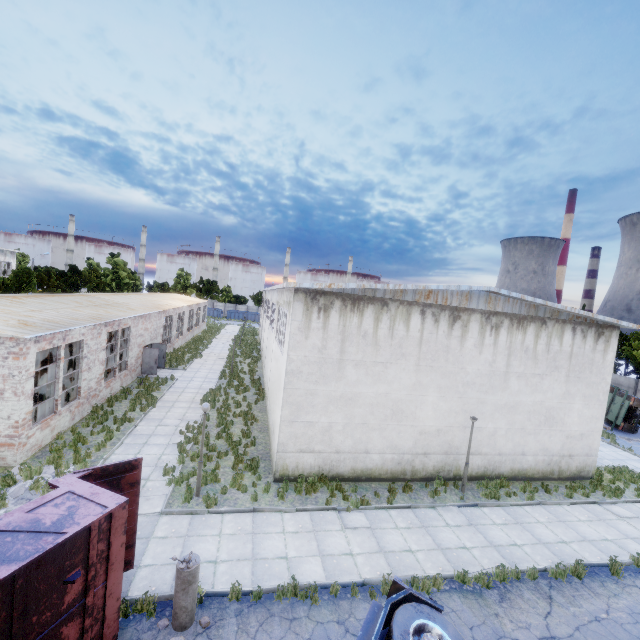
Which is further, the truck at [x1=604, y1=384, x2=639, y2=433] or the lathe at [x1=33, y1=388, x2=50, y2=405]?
the truck at [x1=604, y1=384, x2=639, y2=433]

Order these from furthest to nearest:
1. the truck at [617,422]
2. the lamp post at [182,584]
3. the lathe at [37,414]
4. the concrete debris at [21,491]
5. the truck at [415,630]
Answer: the truck at [617,422] → the lathe at [37,414] → the concrete debris at [21,491] → the lamp post at [182,584] → the truck at [415,630]

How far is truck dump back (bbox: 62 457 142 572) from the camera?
7.5m

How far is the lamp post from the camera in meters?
7.0

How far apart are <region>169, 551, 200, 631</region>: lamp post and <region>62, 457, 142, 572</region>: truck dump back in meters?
1.8

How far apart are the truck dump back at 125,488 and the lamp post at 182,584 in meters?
1.8 m

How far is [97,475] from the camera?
7.6m

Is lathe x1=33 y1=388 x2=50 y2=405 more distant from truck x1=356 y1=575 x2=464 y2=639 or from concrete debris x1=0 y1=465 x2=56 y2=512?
truck x1=356 y1=575 x2=464 y2=639
